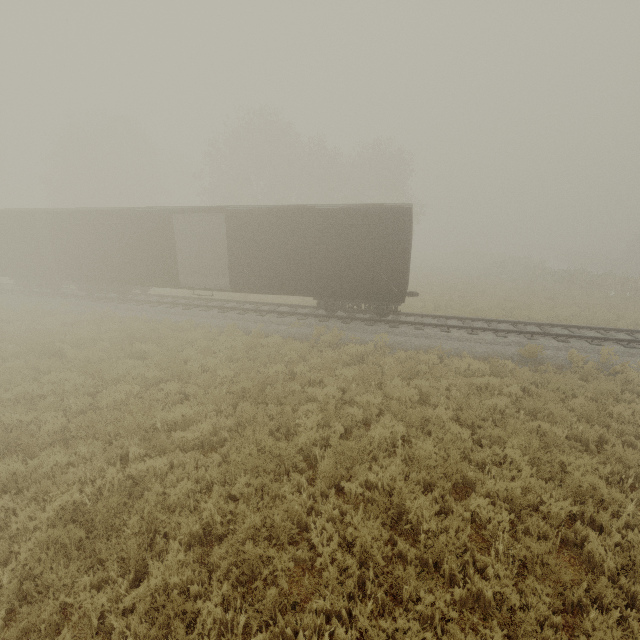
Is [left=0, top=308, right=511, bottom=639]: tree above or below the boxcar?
below

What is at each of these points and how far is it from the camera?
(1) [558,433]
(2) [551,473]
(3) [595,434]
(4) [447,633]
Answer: (1) tree, 7.0 meters
(2) tree, 5.9 meters
(3) tree, 7.1 meters
(4) tree, 3.6 meters

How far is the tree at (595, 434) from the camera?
6.4m

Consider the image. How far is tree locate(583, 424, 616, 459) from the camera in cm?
641

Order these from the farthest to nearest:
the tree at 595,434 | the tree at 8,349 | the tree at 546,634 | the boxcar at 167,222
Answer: the boxcar at 167,222 → the tree at 595,434 → the tree at 8,349 → the tree at 546,634

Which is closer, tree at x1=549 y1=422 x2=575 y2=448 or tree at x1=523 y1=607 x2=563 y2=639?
tree at x1=523 y1=607 x2=563 y2=639

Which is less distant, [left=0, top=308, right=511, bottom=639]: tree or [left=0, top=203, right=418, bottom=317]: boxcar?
[left=0, top=308, right=511, bottom=639]: tree
